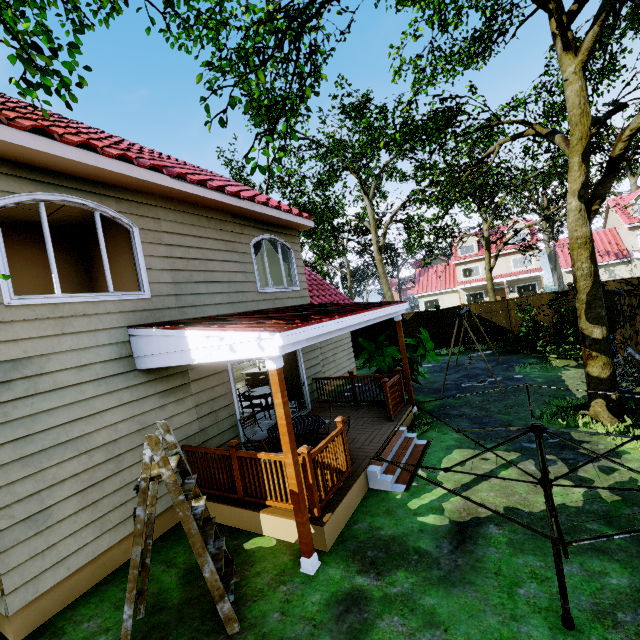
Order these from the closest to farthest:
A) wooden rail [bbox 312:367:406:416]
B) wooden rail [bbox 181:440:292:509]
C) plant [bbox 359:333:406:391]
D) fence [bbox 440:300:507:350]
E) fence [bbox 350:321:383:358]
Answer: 1. wooden rail [bbox 181:440:292:509]
2. wooden rail [bbox 312:367:406:416]
3. plant [bbox 359:333:406:391]
4. fence [bbox 440:300:507:350]
5. fence [bbox 350:321:383:358]

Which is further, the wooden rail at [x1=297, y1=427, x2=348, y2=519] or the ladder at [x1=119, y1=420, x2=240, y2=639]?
the wooden rail at [x1=297, y1=427, x2=348, y2=519]

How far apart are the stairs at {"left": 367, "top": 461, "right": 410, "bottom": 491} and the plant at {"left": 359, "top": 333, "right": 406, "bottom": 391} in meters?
1.8

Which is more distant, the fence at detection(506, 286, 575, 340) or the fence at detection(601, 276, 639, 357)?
the fence at detection(506, 286, 575, 340)

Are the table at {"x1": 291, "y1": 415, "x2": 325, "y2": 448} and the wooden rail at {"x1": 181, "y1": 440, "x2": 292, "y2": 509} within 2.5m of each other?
yes

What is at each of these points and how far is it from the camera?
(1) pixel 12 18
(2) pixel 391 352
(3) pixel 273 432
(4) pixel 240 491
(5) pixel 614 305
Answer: (1) tree, 5.5m
(2) plant, 9.1m
(3) table, 6.3m
(4) wooden rail, 5.3m
(5) fence, 10.2m

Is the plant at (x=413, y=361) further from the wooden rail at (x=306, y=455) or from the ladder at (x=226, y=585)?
the ladder at (x=226, y=585)

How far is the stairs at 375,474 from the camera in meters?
5.6 m
